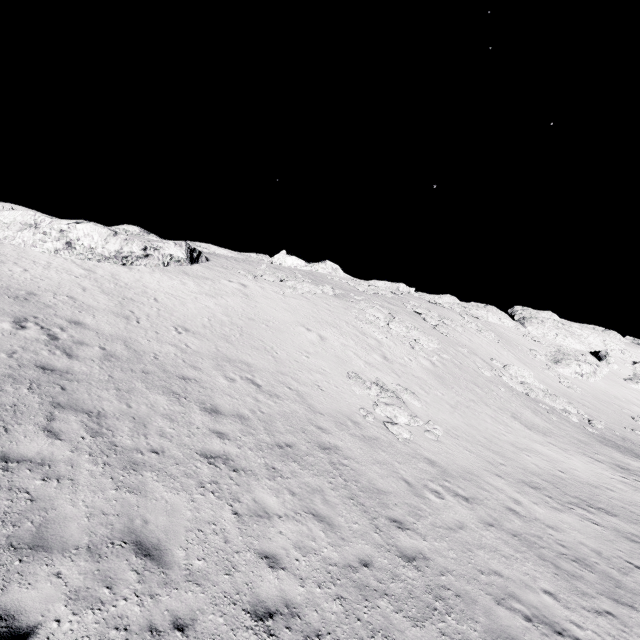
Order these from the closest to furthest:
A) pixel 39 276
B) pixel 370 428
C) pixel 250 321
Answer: pixel 370 428 → pixel 39 276 → pixel 250 321

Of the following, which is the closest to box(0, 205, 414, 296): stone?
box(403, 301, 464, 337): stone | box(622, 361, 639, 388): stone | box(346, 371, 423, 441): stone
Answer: box(346, 371, 423, 441): stone

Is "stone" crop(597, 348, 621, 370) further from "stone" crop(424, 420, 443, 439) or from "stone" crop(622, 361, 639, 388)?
"stone" crop(424, 420, 443, 439)

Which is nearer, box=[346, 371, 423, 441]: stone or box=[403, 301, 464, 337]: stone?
box=[346, 371, 423, 441]: stone

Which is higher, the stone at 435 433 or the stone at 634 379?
the stone at 634 379

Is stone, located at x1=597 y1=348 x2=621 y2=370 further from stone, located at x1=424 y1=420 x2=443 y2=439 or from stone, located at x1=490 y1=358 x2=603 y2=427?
stone, located at x1=424 y1=420 x2=443 y2=439

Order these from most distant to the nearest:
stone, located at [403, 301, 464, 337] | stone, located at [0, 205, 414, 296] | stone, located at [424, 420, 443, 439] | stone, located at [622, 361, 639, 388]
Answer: stone, located at [622, 361, 639, 388] < stone, located at [403, 301, 464, 337] < stone, located at [0, 205, 414, 296] < stone, located at [424, 420, 443, 439]

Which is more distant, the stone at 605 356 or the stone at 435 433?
the stone at 605 356
